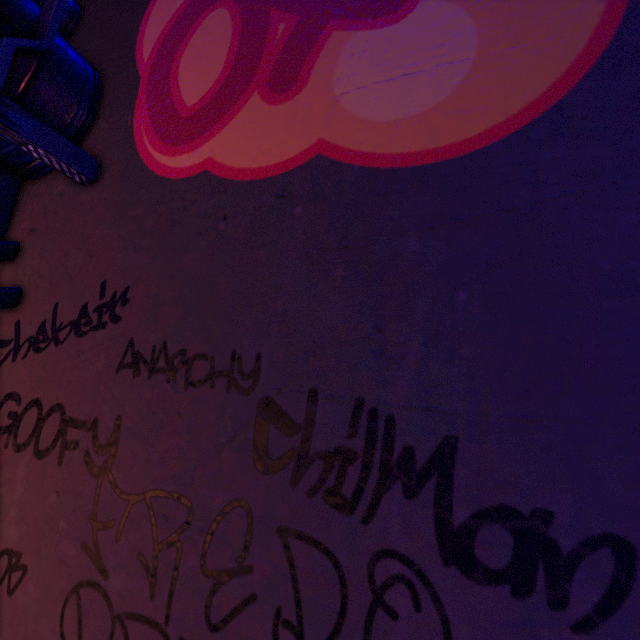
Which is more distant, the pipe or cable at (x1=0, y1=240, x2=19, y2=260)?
cable at (x1=0, y1=240, x2=19, y2=260)

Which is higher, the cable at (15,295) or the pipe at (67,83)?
the pipe at (67,83)

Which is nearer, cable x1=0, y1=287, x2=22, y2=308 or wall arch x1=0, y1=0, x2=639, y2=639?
wall arch x1=0, y1=0, x2=639, y2=639

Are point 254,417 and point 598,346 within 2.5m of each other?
yes

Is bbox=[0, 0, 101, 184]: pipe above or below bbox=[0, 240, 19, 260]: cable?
above

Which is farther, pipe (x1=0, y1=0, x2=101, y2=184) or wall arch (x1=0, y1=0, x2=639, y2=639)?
pipe (x1=0, y1=0, x2=101, y2=184)

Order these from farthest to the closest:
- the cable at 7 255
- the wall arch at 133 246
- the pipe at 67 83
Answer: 1. the cable at 7 255
2. the pipe at 67 83
3. the wall arch at 133 246
